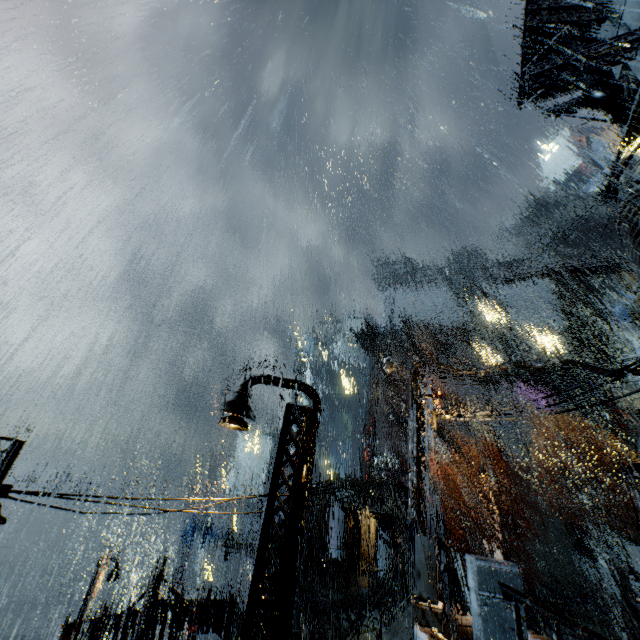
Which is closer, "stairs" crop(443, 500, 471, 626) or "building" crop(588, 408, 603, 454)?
"stairs" crop(443, 500, 471, 626)

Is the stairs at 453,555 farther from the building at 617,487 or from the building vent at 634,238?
the building vent at 634,238

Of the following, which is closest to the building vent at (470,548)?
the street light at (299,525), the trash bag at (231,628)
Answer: the trash bag at (231,628)

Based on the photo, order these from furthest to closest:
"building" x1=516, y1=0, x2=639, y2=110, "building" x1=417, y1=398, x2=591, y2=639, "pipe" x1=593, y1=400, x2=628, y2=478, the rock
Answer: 1. the rock
2. "pipe" x1=593, y1=400, x2=628, y2=478
3. "building" x1=516, y1=0, x2=639, y2=110
4. "building" x1=417, y1=398, x2=591, y2=639

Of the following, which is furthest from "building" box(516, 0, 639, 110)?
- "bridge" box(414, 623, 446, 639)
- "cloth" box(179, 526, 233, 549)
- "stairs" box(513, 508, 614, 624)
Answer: "cloth" box(179, 526, 233, 549)

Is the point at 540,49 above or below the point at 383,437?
above

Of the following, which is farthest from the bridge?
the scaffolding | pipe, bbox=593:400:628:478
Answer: pipe, bbox=593:400:628:478

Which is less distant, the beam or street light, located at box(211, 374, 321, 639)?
street light, located at box(211, 374, 321, 639)
